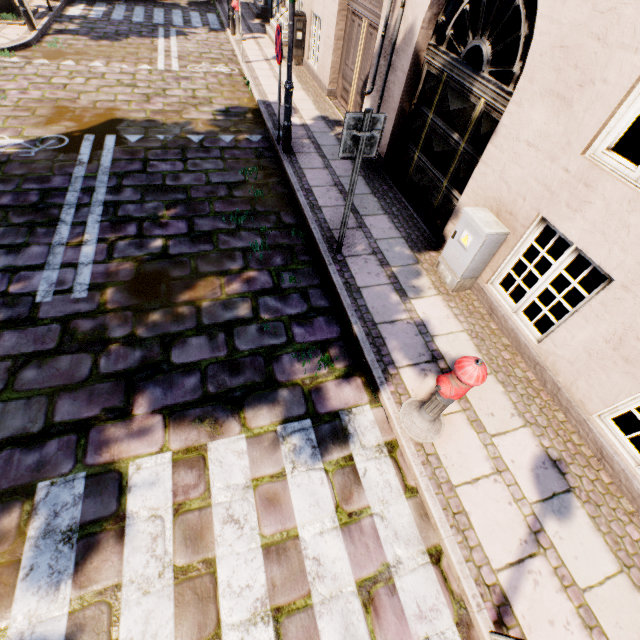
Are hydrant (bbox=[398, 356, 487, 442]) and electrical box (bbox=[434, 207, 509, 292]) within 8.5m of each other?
yes

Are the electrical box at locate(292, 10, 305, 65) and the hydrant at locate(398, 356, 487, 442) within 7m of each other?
no

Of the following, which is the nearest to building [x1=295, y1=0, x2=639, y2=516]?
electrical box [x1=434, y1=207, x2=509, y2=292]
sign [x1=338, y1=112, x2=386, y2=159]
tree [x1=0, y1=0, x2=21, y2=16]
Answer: electrical box [x1=434, y1=207, x2=509, y2=292]

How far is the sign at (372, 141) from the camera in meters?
3.5

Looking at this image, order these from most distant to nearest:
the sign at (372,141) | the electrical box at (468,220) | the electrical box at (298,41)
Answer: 1. the electrical box at (298,41)
2. the electrical box at (468,220)
3. the sign at (372,141)

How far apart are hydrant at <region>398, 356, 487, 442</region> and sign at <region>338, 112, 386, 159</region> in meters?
2.7 m

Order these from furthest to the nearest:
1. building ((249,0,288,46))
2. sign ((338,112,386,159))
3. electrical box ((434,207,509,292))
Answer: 1. building ((249,0,288,46))
2. electrical box ((434,207,509,292))
3. sign ((338,112,386,159))

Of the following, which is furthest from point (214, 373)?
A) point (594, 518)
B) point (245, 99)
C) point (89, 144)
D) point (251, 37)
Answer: point (251, 37)
